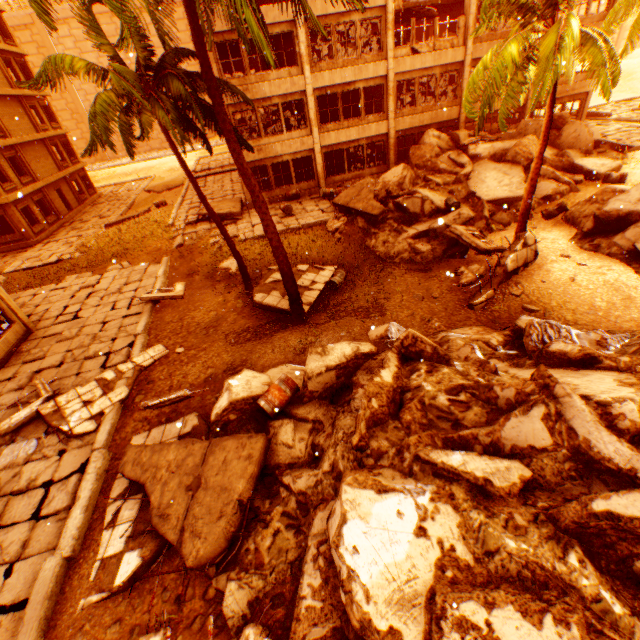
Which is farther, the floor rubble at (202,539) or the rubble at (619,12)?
the rubble at (619,12)

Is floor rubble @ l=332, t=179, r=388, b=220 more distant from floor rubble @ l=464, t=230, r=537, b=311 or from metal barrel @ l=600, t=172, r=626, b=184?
metal barrel @ l=600, t=172, r=626, b=184

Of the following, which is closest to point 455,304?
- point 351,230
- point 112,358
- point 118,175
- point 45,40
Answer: point 351,230

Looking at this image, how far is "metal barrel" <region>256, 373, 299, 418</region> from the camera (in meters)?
6.92

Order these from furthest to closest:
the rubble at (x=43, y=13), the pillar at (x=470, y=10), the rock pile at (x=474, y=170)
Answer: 1. the pillar at (x=470, y=10)
2. the rock pile at (x=474, y=170)
3. the rubble at (x=43, y=13)

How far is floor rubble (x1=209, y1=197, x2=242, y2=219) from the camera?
19.62m

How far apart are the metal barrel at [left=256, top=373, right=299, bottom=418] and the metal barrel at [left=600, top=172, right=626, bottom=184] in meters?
16.9 m

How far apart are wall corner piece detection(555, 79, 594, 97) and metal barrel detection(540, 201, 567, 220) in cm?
1205
